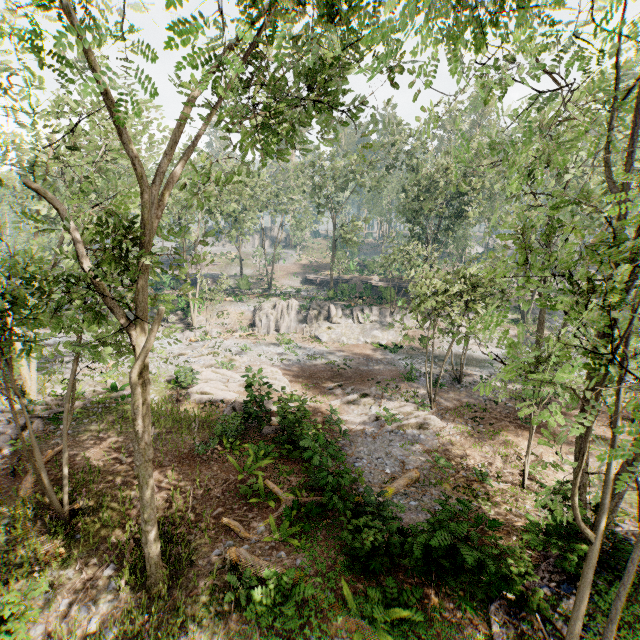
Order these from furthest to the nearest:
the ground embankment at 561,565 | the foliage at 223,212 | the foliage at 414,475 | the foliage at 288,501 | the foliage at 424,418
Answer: the foliage at 424,418 < the foliage at 414,475 < the foliage at 288,501 < the ground embankment at 561,565 < the foliage at 223,212

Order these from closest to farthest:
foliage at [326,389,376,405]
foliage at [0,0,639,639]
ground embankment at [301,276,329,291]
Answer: foliage at [0,0,639,639] < foliage at [326,389,376,405] < ground embankment at [301,276,329,291]

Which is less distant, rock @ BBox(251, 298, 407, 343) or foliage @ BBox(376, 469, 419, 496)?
→ foliage @ BBox(376, 469, 419, 496)

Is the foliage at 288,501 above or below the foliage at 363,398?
above

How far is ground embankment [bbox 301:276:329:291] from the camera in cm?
5538

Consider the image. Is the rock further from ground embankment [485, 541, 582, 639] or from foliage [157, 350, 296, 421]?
ground embankment [485, 541, 582, 639]

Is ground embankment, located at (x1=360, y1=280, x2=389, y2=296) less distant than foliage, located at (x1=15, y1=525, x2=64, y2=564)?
No

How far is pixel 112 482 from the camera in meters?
Answer: 11.2 m
